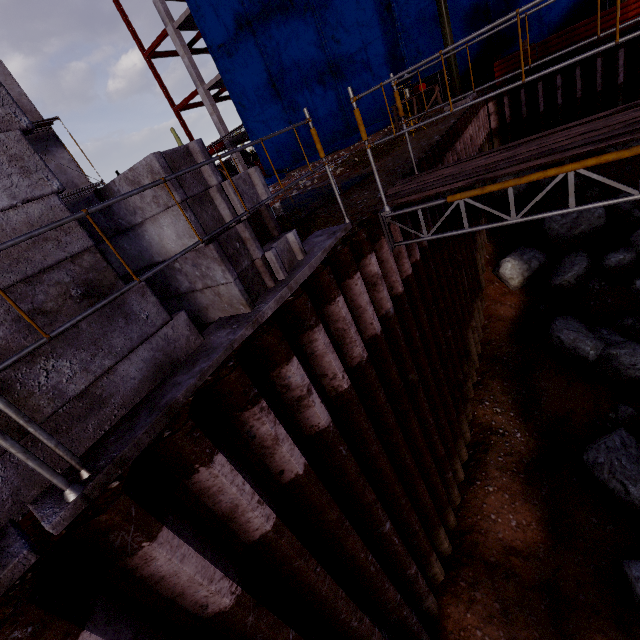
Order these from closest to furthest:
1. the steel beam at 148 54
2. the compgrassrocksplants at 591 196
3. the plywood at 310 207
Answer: the plywood at 310 207 → the compgrassrocksplants at 591 196 → the steel beam at 148 54

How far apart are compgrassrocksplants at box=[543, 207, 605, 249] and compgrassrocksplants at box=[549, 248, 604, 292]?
0.4m

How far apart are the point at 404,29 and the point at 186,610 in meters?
22.2 m

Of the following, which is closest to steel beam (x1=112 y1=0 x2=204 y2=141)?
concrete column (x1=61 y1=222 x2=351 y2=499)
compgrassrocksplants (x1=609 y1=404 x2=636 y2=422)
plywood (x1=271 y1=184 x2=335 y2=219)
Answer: plywood (x1=271 y1=184 x2=335 y2=219)

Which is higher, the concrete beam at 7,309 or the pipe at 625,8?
the concrete beam at 7,309

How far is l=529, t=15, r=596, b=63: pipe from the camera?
9.6 meters

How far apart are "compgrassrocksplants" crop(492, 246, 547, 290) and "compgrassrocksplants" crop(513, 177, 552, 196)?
2.6 meters

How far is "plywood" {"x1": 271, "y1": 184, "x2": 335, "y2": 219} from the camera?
6.2 meters
